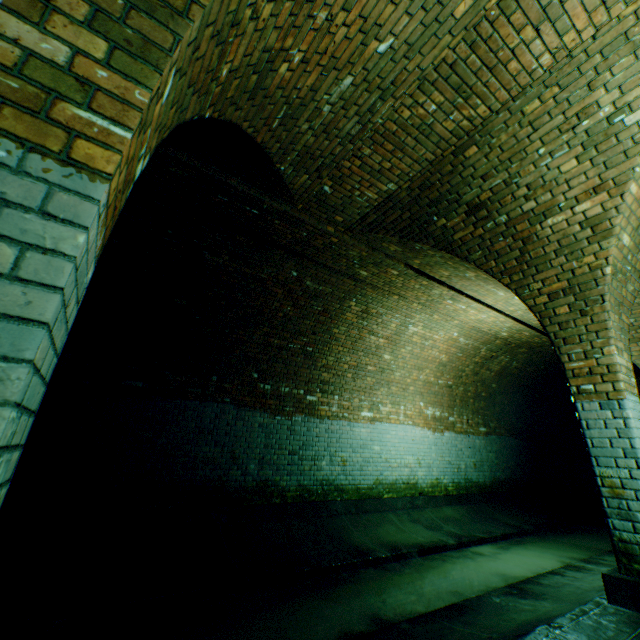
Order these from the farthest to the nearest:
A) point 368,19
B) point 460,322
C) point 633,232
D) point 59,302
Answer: point 460,322, point 633,232, point 368,19, point 59,302

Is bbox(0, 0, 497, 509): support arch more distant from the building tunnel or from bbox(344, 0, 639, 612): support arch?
bbox(344, 0, 639, 612): support arch

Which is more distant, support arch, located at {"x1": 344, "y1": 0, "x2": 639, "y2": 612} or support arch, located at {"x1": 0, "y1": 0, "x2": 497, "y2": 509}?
support arch, located at {"x1": 344, "y1": 0, "x2": 639, "y2": 612}

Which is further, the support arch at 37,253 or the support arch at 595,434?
the support arch at 595,434

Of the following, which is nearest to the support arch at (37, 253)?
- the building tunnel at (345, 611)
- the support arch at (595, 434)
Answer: the building tunnel at (345, 611)

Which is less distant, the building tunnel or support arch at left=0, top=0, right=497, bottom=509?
support arch at left=0, top=0, right=497, bottom=509

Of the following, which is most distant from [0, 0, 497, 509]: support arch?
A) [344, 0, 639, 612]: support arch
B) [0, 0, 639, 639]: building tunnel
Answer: [344, 0, 639, 612]: support arch
